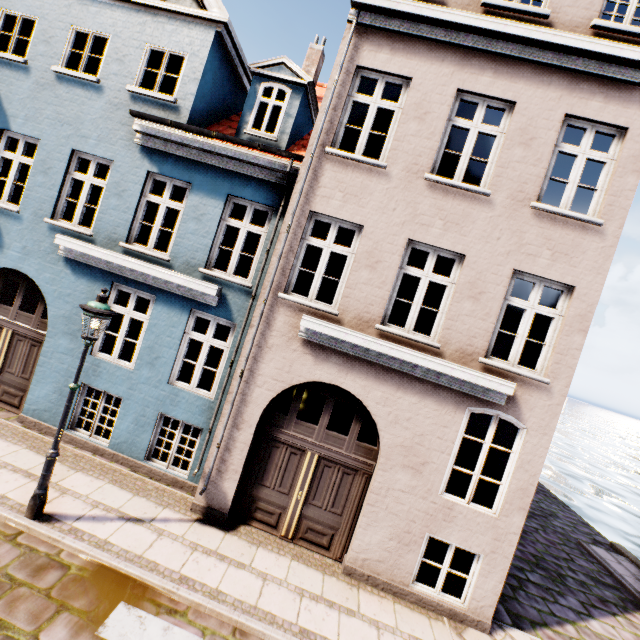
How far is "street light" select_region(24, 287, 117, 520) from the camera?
5.0 meters

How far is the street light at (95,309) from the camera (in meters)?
5.03

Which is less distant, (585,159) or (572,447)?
(585,159)

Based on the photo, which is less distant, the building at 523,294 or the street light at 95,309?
the street light at 95,309

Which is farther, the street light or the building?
the building
